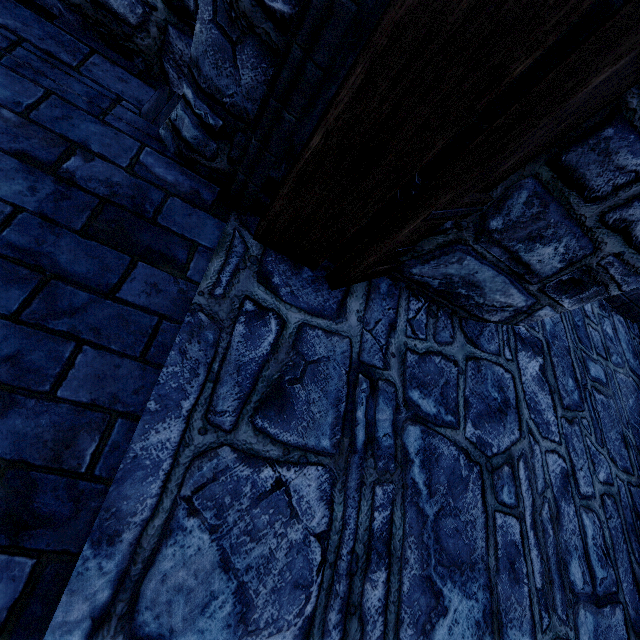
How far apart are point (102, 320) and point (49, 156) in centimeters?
69cm
